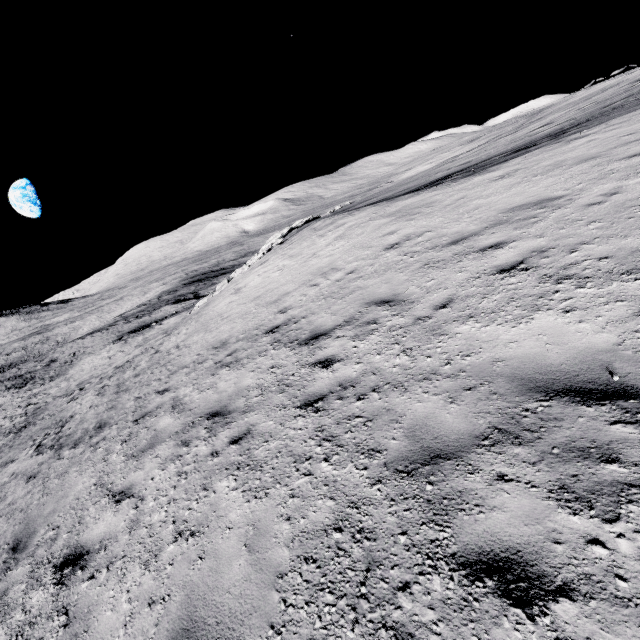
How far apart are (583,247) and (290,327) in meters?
6.1 m

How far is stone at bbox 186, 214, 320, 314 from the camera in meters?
22.4 m

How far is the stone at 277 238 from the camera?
22.4m
